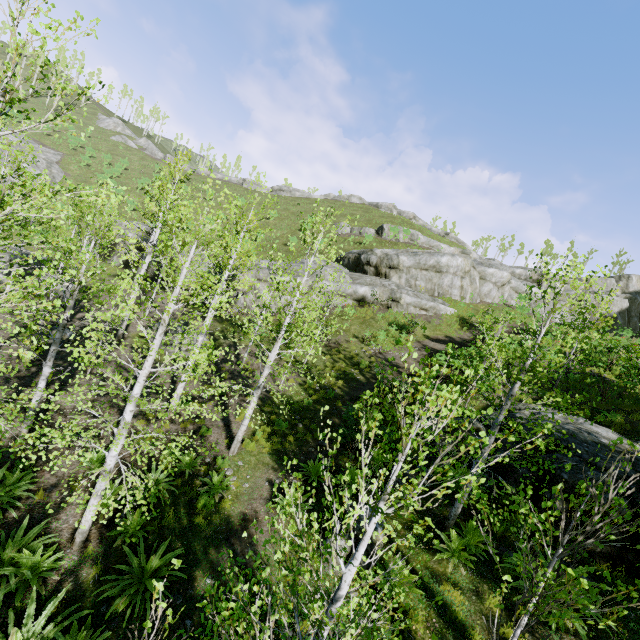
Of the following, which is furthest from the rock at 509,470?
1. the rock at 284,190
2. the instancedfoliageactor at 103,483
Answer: the rock at 284,190

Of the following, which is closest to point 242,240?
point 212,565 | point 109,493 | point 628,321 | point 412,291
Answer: point 109,493

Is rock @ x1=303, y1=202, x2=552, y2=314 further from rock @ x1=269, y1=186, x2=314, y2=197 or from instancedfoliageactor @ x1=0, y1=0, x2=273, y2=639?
rock @ x1=269, y1=186, x2=314, y2=197

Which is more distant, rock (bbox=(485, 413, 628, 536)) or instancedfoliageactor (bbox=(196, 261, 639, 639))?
rock (bbox=(485, 413, 628, 536))

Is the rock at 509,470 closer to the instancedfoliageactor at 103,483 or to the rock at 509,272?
the instancedfoliageactor at 103,483

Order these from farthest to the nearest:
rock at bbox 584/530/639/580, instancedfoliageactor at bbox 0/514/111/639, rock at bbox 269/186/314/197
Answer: rock at bbox 269/186/314/197 → rock at bbox 584/530/639/580 → instancedfoliageactor at bbox 0/514/111/639

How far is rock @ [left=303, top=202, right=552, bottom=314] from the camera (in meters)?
24.47

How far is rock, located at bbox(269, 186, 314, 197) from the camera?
58.8m
